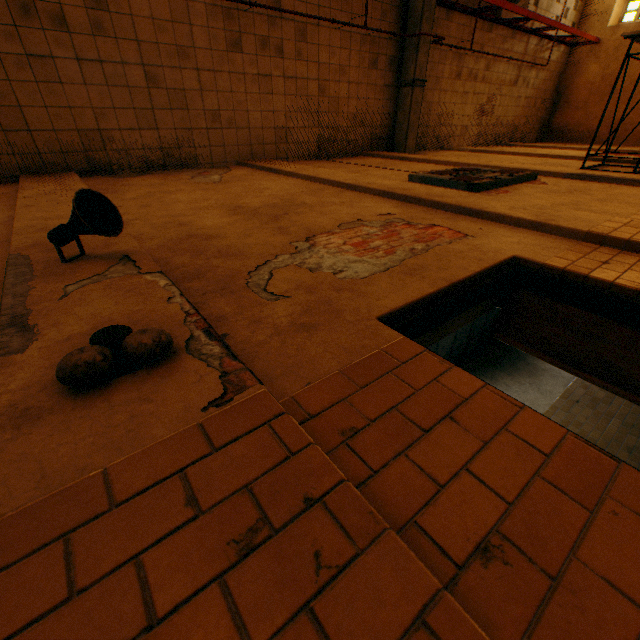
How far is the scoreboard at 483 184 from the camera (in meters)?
4.89

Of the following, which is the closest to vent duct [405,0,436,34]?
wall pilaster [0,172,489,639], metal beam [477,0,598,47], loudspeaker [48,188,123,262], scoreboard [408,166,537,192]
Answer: metal beam [477,0,598,47]

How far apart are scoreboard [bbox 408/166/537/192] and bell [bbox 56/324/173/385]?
4.9m

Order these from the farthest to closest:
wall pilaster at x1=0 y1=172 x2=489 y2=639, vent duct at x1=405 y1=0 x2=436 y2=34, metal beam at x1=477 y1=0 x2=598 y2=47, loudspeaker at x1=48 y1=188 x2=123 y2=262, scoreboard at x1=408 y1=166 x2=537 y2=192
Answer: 1. metal beam at x1=477 y1=0 x2=598 y2=47
2. vent duct at x1=405 y1=0 x2=436 y2=34
3. scoreboard at x1=408 y1=166 x2=537 y2=192
4. loudspeaker at x1=48 y1=188 x2=123 y2=262
5. wall pilaster at x1=0 y1=172 x2=489 y2=639

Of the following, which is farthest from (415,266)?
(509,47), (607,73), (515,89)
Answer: (607,73)

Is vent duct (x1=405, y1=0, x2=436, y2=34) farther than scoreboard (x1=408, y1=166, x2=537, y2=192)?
Yes

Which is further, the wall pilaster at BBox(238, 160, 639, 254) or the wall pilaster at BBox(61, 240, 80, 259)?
the wall pilaster at BBox(238, 160, 639, 254)

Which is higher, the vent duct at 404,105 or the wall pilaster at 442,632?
the vent duct at 404,105
